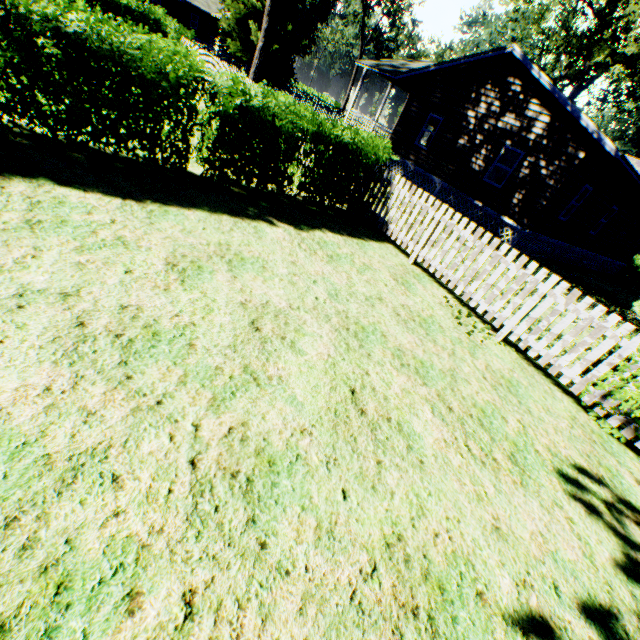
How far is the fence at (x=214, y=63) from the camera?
15.59m

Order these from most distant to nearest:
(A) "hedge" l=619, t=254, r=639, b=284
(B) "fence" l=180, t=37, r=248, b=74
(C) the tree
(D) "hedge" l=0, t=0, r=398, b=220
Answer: (A) "hedge" l=619, t=254, r=639, b=284, (B) "fence" l=180, t=37, r=248, b=74, (C) the tree, (D) "hedge" l=0, t=0, r=398, b=220

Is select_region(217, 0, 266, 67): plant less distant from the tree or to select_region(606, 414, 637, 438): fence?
select_region(606, 414, 637, 438): fence

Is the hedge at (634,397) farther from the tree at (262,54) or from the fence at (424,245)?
the tree at (262,54)

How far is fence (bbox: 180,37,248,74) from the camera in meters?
15.6

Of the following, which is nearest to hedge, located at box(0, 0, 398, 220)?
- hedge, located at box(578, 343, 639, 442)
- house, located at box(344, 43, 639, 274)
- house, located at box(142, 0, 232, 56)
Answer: hedge, located at box(578, 343, 639, 442)

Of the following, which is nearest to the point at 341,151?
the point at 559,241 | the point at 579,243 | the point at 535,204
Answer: the point at 535,204

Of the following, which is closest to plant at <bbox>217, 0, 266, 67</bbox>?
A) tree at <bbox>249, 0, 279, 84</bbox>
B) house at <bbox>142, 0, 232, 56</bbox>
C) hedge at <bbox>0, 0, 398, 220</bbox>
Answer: hedge at <bbox>0, 0, 398, 220</bbox>
